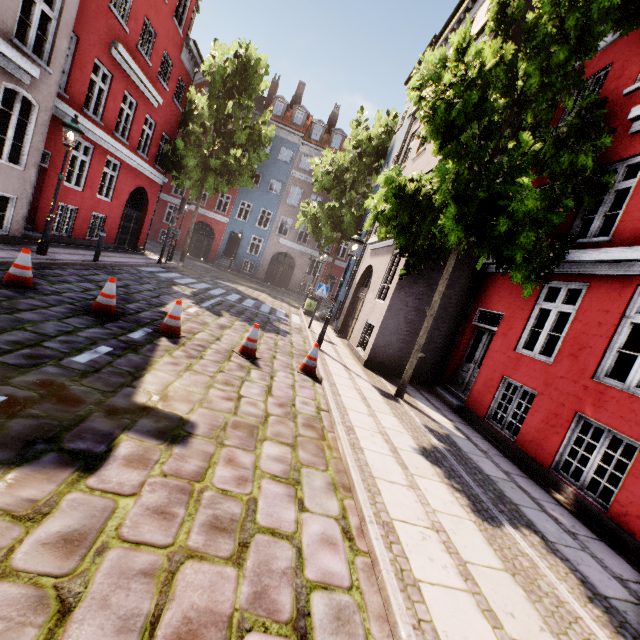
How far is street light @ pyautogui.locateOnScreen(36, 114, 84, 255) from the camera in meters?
8.5 m

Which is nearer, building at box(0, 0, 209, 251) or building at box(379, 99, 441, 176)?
building at box(0, 0, 209, 251)

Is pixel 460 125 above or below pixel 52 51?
above

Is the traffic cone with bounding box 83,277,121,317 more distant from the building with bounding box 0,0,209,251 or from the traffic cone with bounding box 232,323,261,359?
the building with bounding box 0,0,209,251

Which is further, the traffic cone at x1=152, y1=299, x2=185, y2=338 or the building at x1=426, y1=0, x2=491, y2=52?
the building at x1=426, y1=0, x2=491, y2=52

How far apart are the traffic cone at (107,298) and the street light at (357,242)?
5.37m

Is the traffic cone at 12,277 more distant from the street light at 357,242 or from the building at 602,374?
the street light at 357,242

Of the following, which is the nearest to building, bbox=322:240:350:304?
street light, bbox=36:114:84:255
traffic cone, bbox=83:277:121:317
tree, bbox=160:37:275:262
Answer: street light, bbox=36:114:84:255
